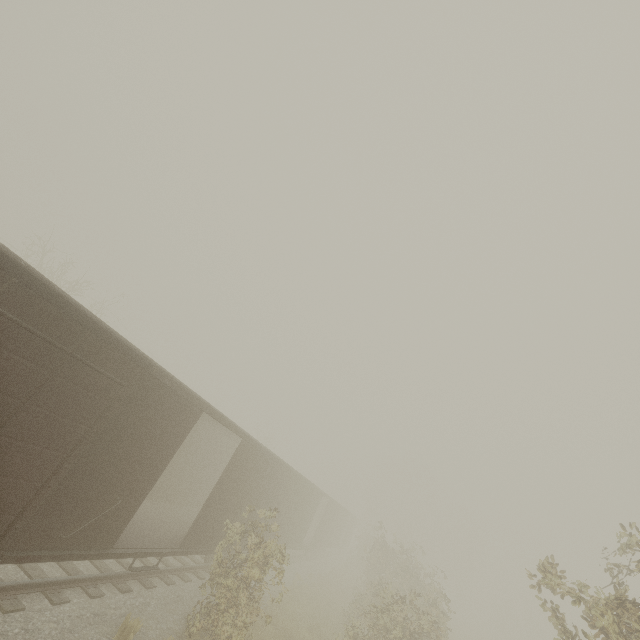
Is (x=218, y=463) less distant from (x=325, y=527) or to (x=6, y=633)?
(x=6, y=633)
